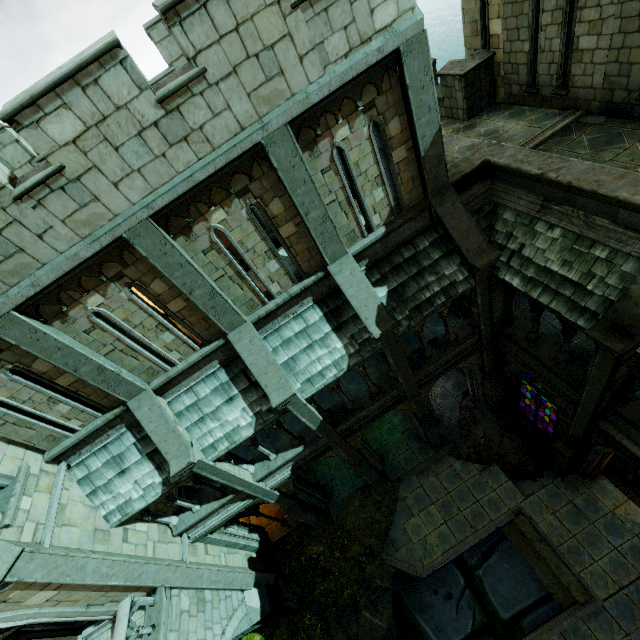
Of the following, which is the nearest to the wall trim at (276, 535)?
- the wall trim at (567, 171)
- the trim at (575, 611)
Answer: the trim at (575, 611)

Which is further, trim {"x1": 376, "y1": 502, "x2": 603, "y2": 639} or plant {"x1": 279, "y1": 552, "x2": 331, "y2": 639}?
plant {"x1": 279, "y1": 552, "x2": 331, "y2": 639}

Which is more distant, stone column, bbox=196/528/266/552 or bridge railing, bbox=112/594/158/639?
stone column, bbox=196/528/266/552

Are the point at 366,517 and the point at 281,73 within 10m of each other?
no

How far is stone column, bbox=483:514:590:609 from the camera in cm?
1071

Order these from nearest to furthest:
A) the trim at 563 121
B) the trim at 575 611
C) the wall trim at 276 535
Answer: the trim at 563 121 → the trim at 575 611 → the wall trim at 276 535

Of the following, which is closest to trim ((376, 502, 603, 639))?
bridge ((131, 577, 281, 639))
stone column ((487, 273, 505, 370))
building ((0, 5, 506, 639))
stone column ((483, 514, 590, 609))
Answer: stone column ((483, 514, 590, 609))

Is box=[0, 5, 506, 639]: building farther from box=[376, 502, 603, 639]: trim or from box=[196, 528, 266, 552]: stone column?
box=[376, 502, 603, 639]: trim
